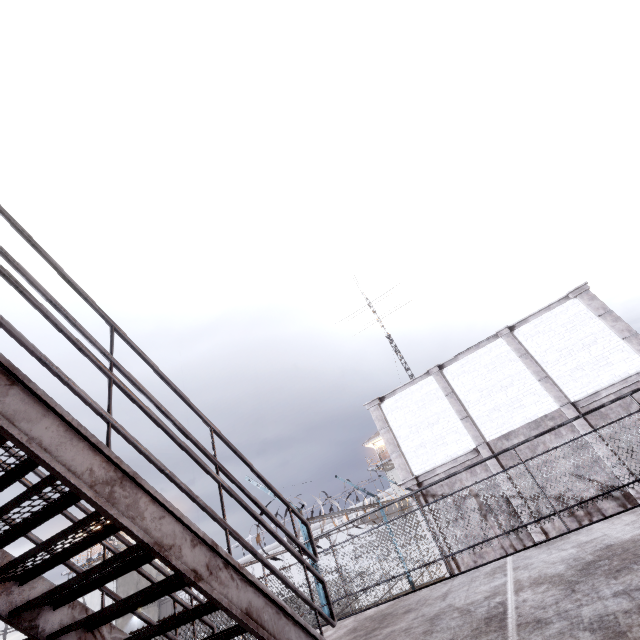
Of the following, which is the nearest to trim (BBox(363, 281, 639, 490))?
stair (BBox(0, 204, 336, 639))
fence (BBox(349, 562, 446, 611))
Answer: fence (BBox(349, 562, 446, 611))

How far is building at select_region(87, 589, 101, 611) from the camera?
28.6m

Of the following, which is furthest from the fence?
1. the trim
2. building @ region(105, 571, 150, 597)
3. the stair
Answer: building @ region(105, 571, 150, 597)

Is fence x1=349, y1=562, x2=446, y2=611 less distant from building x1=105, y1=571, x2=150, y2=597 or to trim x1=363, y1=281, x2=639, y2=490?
trim x1=363, y1=281, x2=639, y2=490

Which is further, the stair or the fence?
the fence

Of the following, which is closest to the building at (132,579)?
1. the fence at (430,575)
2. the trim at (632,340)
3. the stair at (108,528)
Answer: the fence at (430,575)

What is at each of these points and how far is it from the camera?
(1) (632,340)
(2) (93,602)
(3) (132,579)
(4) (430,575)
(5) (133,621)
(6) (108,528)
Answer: (1) trim, 10.5 meters
(2) building, 29.0 meters
(3) building, 29.8 meters
(4) fence, 27.7 meters
(5) building, 28.1 meters
(6) stair, 2.0 meters

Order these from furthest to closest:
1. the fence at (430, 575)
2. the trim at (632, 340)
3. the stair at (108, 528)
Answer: the trim at (632, 340) → the fence at (430, 575) → the stair at (108, 528)
